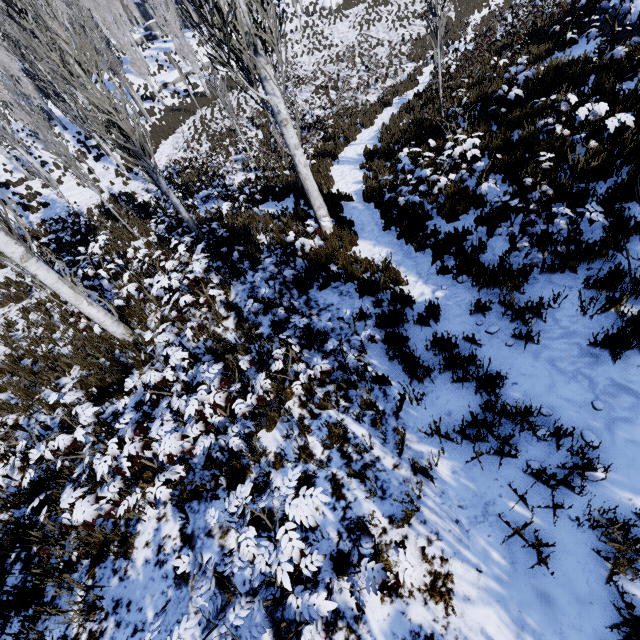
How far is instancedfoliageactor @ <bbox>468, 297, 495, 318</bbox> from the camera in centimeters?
439cm

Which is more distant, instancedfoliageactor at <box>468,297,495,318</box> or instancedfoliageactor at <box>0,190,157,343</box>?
instancedfoliageactor at <box>0,190,157,343</box>

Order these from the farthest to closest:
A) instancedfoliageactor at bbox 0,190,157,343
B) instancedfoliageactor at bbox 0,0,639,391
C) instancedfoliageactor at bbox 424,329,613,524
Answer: instancedfoliageactor at bbox 0,190,157,343 < instancedfoliageactor at bbox 0,0,639,391 < instancedfoliageactor at bbox 424,329,613,524

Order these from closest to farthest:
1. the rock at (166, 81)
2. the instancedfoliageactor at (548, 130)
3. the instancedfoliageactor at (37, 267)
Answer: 1. the instancedfoliageactor at (548, 130)
2. the instancedfoliageactor at (37, 267)
3. the rock at (166, 81)

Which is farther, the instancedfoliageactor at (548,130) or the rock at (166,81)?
the rock at (166,81)

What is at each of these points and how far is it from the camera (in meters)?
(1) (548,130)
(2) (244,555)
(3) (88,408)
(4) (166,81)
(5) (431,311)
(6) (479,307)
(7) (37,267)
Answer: (1) instancedfoliageactor, 6.39
(2) instancedfoliageactor, 2.26
(3) instancedfoliageactor, 3.60
(4) rock, 31.36
(5) instancedfoliageactor, 4.81
(6) instancedfoliageactor, 4.49
(7) instancedfoliageactor, 5.71
